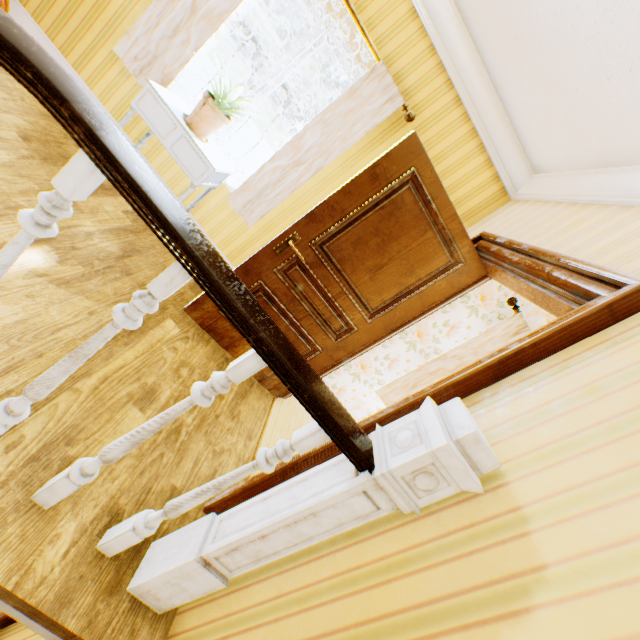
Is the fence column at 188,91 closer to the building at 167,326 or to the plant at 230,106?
the building at 167,326

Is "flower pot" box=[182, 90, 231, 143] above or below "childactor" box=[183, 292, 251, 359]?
above

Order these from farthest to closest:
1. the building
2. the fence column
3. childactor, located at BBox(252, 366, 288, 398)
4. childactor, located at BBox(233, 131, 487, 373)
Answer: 1. the fence column
2. childactor, located at BBox(252, 366, 288, 398)
3. childactor, located at BBox(233, 131, 487, 373)
4. the building

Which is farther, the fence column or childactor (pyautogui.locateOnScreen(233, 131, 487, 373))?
the fence column

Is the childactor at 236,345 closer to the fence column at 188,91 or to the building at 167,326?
the building at 167,326

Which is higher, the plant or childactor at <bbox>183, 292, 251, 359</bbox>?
the plant

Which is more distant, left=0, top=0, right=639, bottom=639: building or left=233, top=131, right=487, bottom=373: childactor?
left=233, top=131, right=487, bottom=373: childactor

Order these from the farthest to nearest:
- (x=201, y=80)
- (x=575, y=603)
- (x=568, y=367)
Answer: (x=201, y=80) → (x=568, y=367) → (x=575, y=603)
